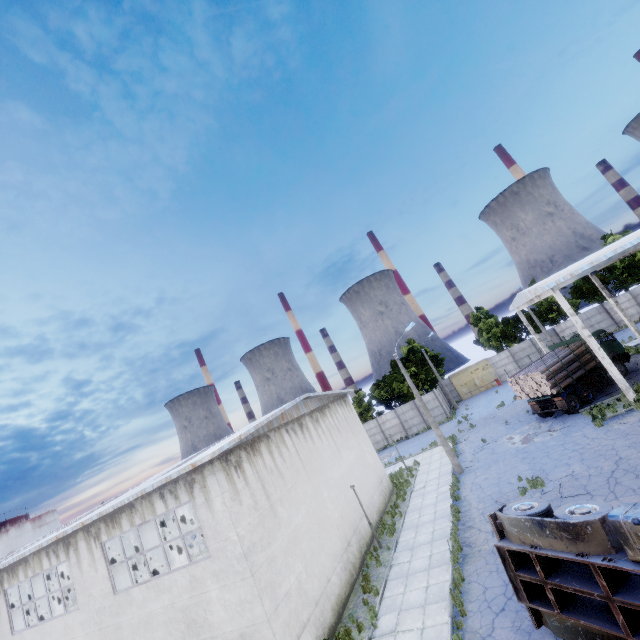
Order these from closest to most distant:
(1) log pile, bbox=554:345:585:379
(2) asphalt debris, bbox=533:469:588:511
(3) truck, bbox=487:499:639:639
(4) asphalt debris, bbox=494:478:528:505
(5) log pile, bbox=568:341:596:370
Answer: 1. (3) truck, bbox=487:499:639:639
2. (2) asphalt debris, bbox=533:469:588:511
3. (4) asphalt debris, bbox=494:478:528:505
4. (1) log pile, bbox=554:345:585:379
5. (5) log pile, bbox=568:341:596:370

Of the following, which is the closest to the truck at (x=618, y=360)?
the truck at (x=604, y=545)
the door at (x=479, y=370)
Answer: the truck at (x=604, y=545)

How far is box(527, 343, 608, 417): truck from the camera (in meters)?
21.47

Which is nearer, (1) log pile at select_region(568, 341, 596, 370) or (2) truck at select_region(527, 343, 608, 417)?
(2) truck at select_region(527, 343, 608, 417)

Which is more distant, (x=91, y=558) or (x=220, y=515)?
(x=91, y=558)

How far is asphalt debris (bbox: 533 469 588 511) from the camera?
13.1m

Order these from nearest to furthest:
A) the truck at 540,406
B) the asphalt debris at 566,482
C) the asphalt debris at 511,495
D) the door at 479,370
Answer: the asphalt debris at 566,482 < the asphalt debris at 511,495 < the truck at 540,406 < the door at 479,370
